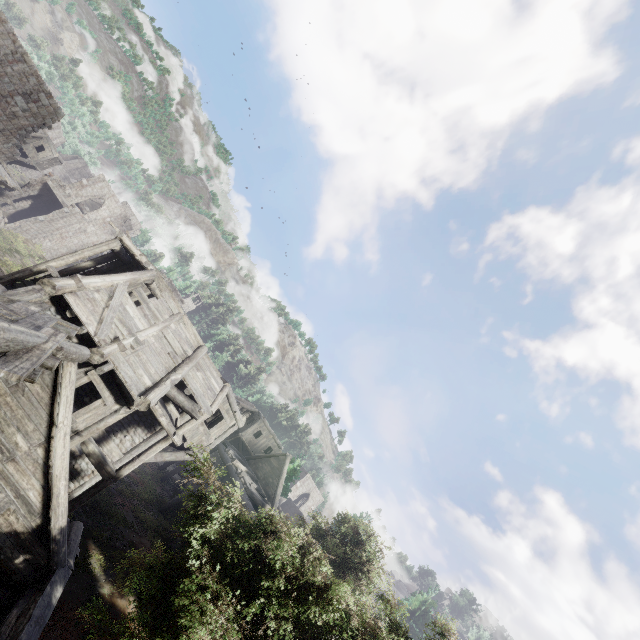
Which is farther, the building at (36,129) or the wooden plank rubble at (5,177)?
the wooden plank rubble at (5,177)

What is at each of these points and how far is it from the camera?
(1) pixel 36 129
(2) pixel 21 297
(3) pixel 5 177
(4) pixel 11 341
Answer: (1) building, 23.8 meters
(2) wooden plank rubble, 7.3 meters
(3) wooden plank rubble, 21.3 meters
(4) building, 4.5 meters

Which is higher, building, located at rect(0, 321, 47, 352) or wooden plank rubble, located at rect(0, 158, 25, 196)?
building, located at rect(0, 321, 47, 352)

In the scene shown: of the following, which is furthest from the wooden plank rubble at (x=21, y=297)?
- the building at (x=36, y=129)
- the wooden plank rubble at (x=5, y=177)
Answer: the wooden plank rubble at (x=5, y=177)

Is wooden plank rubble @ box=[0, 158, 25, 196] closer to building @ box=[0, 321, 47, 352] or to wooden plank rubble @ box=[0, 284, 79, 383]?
building @ box=[0, 321, 47, 352]

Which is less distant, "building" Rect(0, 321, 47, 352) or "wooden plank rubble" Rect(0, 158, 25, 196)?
"building" Rect(0, 321, 47, 352)

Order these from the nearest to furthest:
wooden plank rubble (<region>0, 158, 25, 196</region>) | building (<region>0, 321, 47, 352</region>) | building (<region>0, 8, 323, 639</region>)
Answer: building (<region>0, 321, 47, 352</region>)
building (<region>0, 8, 323, 639</region>)
wooden plank rubble (<region>0, 158, 25, 196</region>)
